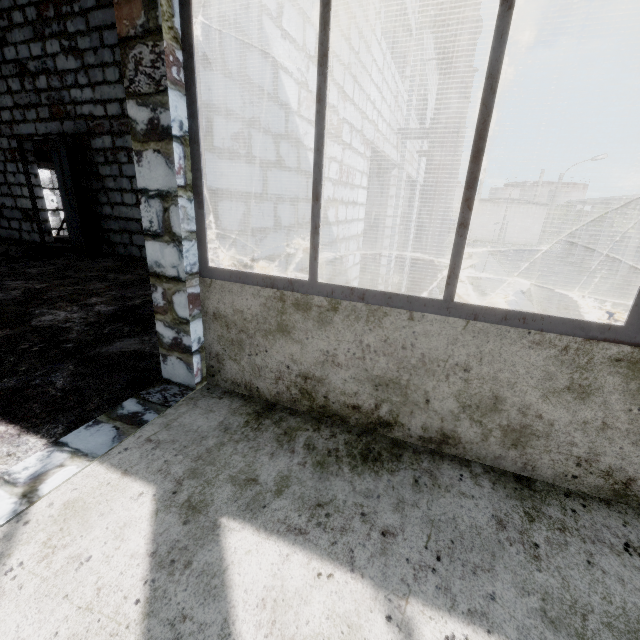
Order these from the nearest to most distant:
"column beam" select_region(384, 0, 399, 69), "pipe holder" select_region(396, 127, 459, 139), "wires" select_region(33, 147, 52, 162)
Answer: "pipe holder" select_region(396, 127, 459, 139) → "column beam" select_region(384, 0, 399, 69) → "wires" select_region(33, 147, 52, 162)

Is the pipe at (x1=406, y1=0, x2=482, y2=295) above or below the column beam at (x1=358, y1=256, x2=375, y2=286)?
above

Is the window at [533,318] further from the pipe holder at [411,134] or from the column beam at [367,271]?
the column beam at [367,271]

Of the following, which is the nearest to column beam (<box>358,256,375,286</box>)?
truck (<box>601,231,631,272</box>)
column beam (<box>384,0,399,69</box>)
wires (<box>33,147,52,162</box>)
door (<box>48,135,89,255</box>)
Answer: wires (<box>33,147,52,162</box>)

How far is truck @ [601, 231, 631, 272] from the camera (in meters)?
37.38

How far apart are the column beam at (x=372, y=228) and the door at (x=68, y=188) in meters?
6.4 m

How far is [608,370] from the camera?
1.40m

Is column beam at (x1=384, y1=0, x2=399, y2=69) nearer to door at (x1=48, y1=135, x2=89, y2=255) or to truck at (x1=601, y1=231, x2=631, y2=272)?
door at (x1=48, y1=135, x2=89, y2=255)
